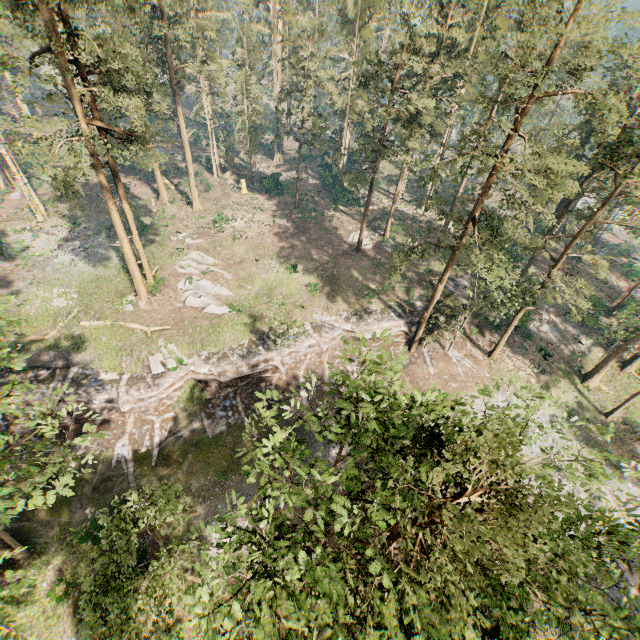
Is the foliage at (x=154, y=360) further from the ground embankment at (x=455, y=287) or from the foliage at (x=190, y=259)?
the foliage at (x=190, y=259)

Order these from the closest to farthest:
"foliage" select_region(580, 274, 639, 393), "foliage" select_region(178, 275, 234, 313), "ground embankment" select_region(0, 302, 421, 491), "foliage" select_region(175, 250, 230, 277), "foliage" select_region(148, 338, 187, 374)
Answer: "ground embankment" select_region(0, 302, 421, 491), "foliage" select_region(148, 338, 187, 374), "foliage" select_region(580, 274, 639, 393), "foliage" select_region(178, 275, 234, 313), "foliage" select_region(175, 250, 230, 277)

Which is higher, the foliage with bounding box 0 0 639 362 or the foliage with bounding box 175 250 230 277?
the foliage with bounding box 0 0 639 362

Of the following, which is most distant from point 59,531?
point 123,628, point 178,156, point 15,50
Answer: point 15,50

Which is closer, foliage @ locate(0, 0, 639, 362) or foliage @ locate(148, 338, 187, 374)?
foliage @ locate(0, 0, 639, 362)

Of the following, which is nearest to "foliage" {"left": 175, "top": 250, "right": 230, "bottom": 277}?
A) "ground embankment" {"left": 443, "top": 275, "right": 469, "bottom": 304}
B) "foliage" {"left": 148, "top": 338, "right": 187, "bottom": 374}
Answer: "ground embankment" {"left": 443, "top": 275, "right": 469, "bottom": 304}

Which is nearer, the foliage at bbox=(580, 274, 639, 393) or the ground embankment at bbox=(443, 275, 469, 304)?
the foliage at bbox=(580, 274, 639, 393)
